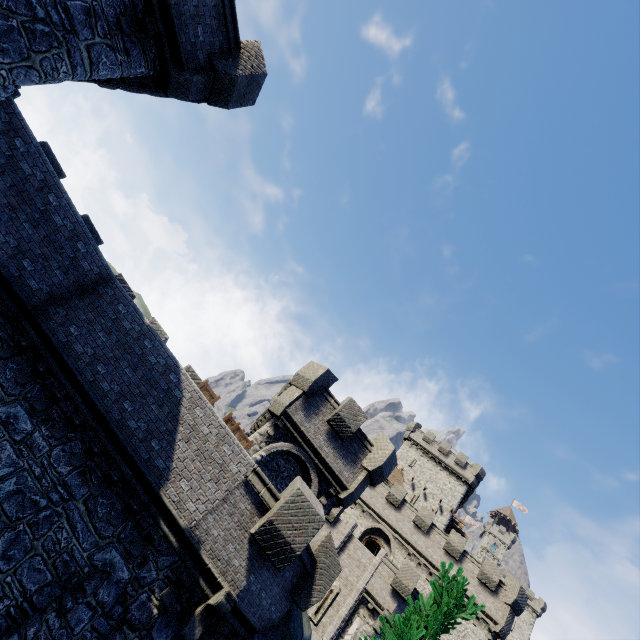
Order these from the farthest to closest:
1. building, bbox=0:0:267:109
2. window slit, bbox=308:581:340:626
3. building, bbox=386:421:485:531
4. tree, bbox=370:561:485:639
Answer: building, bbox=386:421:485:531, window slit, bbox=308:581:340:626, building, bbox=0:0:267:109, tree, bbox=370:561:485:639

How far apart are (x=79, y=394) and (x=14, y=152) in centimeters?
715cm

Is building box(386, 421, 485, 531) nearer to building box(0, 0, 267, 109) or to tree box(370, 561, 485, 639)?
tree box(370, 561, 485, 639)

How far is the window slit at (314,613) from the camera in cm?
2188

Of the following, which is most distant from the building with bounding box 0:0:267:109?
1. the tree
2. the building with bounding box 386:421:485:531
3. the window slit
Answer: the building with bounding box 386:421:485:531

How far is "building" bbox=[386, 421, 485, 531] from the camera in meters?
42.2

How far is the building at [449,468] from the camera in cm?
4219

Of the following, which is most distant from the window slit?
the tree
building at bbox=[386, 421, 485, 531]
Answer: the tree
